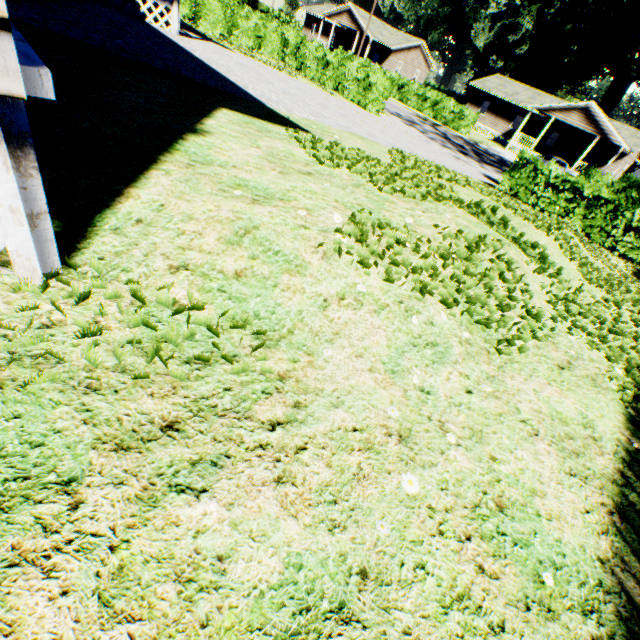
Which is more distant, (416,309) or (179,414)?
(416,309)

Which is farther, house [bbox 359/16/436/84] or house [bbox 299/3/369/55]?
house [bbox 359/16/436/84]

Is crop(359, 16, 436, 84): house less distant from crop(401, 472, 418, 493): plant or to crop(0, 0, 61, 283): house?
crop(0, 0, 61, 283): house

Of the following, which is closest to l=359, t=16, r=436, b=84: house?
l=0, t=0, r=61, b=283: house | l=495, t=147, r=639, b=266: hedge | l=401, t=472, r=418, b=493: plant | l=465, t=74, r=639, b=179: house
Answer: l=465, t=74, r=639, b=179: house

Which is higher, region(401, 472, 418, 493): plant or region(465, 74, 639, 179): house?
region(465, 74, 639, 179): house

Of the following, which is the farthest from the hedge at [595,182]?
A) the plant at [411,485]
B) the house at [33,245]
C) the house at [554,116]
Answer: the plant at [411,485]

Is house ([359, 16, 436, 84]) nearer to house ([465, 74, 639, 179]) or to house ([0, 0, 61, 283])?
house ([465, 74, 639, 179])

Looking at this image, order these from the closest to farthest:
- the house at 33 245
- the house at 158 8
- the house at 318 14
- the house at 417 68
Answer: the house at 33 245
the house at 158 8
the house at 318 14
the house at 417 68
